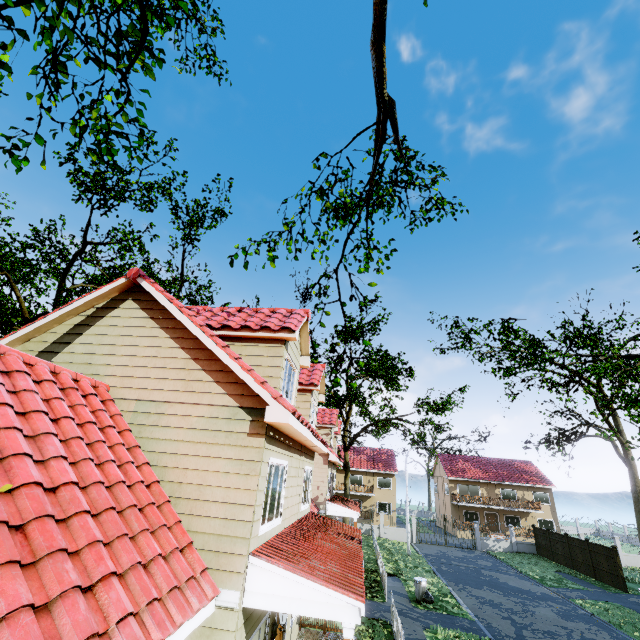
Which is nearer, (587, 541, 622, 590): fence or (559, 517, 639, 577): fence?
(587, 541, 622, 590): fence

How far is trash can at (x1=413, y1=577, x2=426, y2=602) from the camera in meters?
16.1

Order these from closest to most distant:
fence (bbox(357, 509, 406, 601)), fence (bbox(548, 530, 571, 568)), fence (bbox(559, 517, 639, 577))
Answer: fence (bbox(357, 509, 406, 601)) < fence (bbox(559, 517, 639, 577)) < fence (bbox(548, 530, 571, 568))

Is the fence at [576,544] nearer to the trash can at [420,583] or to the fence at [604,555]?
the fence at [604,555]

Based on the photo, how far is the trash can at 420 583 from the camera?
16.1m

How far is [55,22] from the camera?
5.4m

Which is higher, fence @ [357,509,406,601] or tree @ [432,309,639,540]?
tree @ [432,309,639,540]
